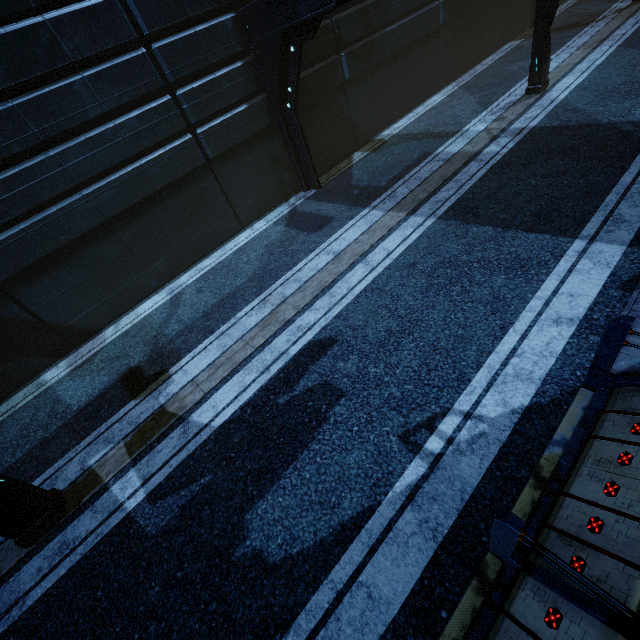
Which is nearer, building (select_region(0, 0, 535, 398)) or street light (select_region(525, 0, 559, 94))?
building (select_region(0, 0, 535, 398))

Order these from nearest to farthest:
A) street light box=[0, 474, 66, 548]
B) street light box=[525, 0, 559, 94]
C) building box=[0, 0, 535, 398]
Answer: street light box=[0, 474, 66, 548]
building box=[0, 0, 535, 398]
street light box=[525, 0, 559, 94]

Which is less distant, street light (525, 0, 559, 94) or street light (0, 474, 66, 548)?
street light (0, 474, 66, 548)

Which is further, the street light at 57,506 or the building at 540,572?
the street light at 57,506

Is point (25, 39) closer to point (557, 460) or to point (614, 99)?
point (557, 460)

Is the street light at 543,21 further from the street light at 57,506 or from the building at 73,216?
the street light at 57,506

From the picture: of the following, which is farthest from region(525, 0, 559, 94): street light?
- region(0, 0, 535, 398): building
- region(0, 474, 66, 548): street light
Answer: region(0, 474, 66, 548): street light
